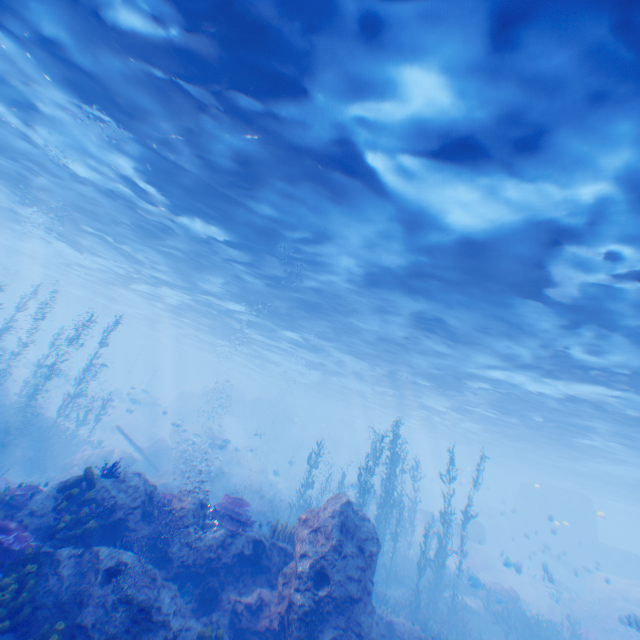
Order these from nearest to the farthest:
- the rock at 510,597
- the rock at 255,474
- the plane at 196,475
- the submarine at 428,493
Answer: the rock at 510,597 → the plane at 196,475 → the rock at 255,474 → the submarine at 428,493

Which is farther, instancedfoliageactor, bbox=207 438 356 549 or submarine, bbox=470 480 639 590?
submarine, bbox=470 480 639 590

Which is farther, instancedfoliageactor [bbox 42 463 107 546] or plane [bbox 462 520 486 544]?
plane [bbox 462 520 486 544]

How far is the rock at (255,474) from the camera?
29.7 meters

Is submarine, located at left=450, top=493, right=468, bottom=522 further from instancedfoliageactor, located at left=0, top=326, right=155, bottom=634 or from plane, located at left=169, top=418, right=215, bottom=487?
plane, located at left=169, top=418, right=215, bottom=487

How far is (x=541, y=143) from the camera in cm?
661

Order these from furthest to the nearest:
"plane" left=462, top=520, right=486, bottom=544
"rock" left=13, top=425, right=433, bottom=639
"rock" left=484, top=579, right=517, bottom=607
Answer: "plane" left=462, top=520, right=486, bottom=544, "rock" left=484, top=579, right=517, bottom=607, "rock" left=13, top=425, right=433, bottom=639

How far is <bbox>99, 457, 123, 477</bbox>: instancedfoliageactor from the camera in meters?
8.2
